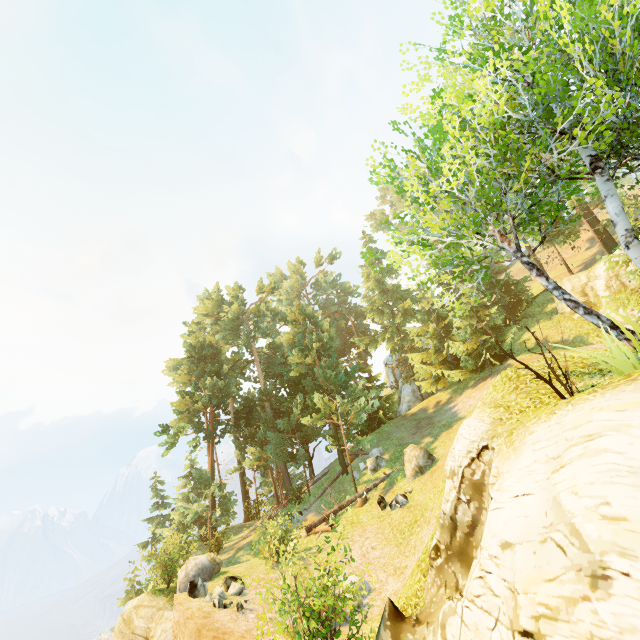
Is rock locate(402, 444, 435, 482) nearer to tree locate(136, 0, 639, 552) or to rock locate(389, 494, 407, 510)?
rock locate(389, 494, 407, 510)

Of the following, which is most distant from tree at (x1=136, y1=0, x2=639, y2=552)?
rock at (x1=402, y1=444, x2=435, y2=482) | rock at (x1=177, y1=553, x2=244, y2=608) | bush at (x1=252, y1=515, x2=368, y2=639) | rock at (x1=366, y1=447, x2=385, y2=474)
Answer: bush at (x1=252, y1=515, x2=368, y2=639)

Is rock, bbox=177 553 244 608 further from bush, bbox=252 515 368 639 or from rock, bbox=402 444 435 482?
rock, bbox=402 444 435 482

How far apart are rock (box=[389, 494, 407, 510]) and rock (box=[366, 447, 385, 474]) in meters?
4.7 m

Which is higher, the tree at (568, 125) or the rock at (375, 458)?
the tree at (568, 125)

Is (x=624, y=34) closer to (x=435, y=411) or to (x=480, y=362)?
(x=480, y=362)

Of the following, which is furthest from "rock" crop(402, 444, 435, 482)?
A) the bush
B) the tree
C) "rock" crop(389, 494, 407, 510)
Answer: the bush

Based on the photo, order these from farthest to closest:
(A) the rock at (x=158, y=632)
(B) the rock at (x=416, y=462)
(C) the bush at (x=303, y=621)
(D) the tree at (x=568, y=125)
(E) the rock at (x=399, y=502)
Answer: (B) the rock at (x=416, y=462) < (E) the rock at (x=399, y=502) < (A) the rock at (x=158, y=632) < (C) the bush at (x=303, y=621) < (D) the tree at (x=568, y=125)
